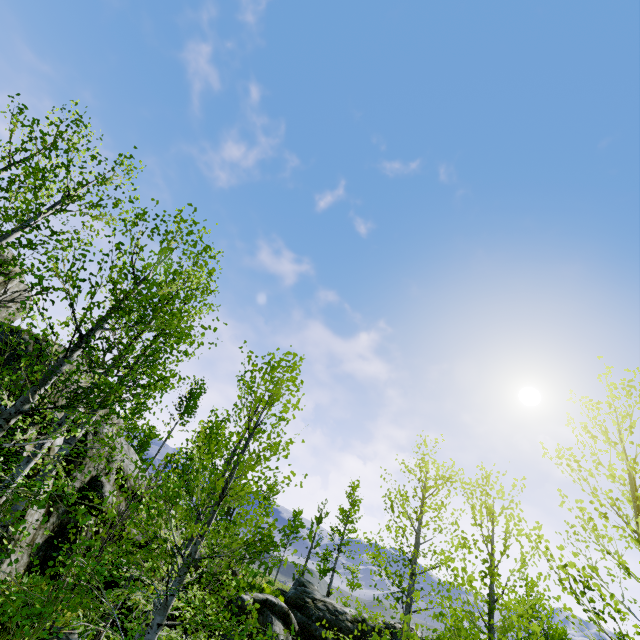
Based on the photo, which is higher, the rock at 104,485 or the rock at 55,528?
the rock at 104,485

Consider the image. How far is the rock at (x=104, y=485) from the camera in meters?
12.6 m

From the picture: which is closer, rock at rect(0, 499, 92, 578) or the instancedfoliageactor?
the instancedfoliageactor

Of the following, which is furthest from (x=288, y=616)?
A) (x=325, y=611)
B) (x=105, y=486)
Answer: (x=105, y=486)

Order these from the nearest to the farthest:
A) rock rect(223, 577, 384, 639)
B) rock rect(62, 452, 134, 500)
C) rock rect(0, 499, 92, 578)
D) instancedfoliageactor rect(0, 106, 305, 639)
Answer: instancedfoliageactor rect(0, 106, 305, 639), rock rect(0, 499, 92, 578), rock rect(62, 452, 134, 500), rock rect(223, 577, 384, 639)

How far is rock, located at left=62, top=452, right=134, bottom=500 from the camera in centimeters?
1265cm

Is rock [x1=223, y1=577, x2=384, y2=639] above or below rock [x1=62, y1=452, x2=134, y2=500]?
below
